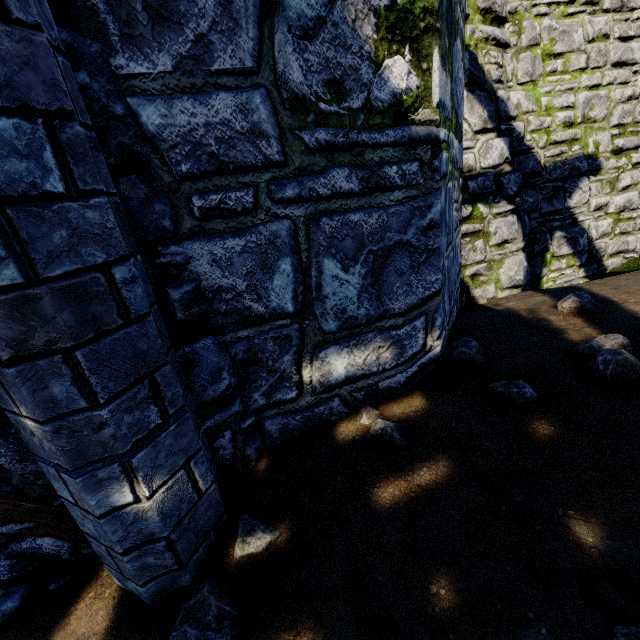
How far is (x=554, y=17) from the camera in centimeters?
473cm

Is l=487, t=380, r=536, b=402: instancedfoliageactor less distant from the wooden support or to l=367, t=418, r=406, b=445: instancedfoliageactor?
l=367, t=418, r=406, b=445: instancedfoliageactor

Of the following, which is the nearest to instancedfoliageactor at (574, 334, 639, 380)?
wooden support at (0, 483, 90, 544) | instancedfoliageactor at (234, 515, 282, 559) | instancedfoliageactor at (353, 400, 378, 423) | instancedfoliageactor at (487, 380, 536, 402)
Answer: instancedfoliageactor at (487, 380, 536, 402)

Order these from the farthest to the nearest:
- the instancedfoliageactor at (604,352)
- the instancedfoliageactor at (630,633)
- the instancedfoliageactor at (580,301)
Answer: the instancedfoliageactor at (580,301), the instancedfoliageactor at (604,352), the instancedfoliageactor at (630,633)

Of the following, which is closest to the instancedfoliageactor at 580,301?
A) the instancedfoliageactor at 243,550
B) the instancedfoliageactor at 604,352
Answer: the instancedfoliageactor at 604,352

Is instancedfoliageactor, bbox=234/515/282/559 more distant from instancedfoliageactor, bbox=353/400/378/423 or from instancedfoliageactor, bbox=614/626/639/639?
instancedfoliageactor, bbox=614/626/639/639

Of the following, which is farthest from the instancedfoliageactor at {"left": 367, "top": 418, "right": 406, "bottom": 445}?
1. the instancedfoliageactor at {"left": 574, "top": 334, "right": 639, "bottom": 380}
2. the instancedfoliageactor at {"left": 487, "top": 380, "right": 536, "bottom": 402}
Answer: the instancedfoliageactor at {"left": 574, "top": 334, "right": 639, "bottom": 380}

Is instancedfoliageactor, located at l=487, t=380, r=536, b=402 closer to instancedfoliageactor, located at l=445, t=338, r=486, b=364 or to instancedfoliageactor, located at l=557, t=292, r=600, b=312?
instancedfoliageactor, located at l=445, t=338, r=486, b=364
